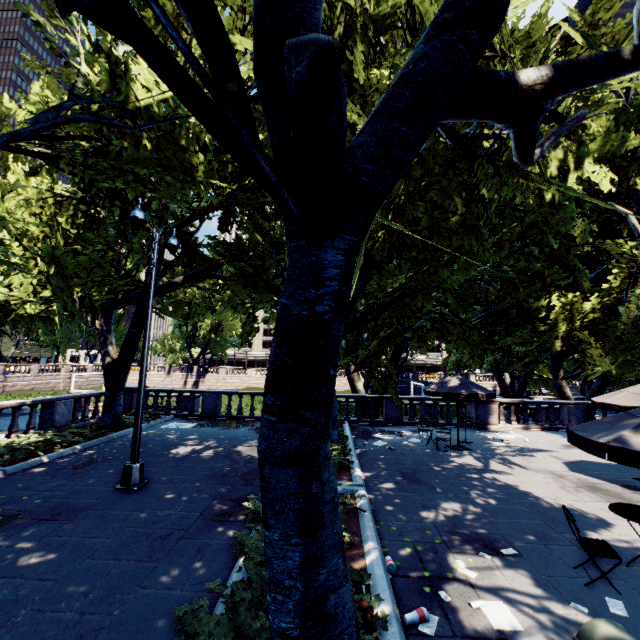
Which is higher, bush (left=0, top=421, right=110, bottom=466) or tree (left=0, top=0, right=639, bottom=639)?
tree (left=0, top=0, right=639, bottom=639)

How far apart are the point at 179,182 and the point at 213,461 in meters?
8.7 m

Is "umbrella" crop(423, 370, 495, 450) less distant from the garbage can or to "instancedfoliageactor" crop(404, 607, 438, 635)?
"instancedfoliageactor" crop(404, 607, 438, 635)

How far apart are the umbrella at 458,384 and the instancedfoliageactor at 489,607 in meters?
8.2 m

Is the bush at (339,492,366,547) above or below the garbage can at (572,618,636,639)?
below

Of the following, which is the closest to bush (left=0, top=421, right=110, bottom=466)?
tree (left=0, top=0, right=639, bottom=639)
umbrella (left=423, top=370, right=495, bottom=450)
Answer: tree (left=0, top=0, right=639, bottom=639)

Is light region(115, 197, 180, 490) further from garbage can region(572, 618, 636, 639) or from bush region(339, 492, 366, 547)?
garbage can region(572, 618, 636, 639)

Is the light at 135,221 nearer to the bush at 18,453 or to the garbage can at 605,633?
the bush at 18,453
